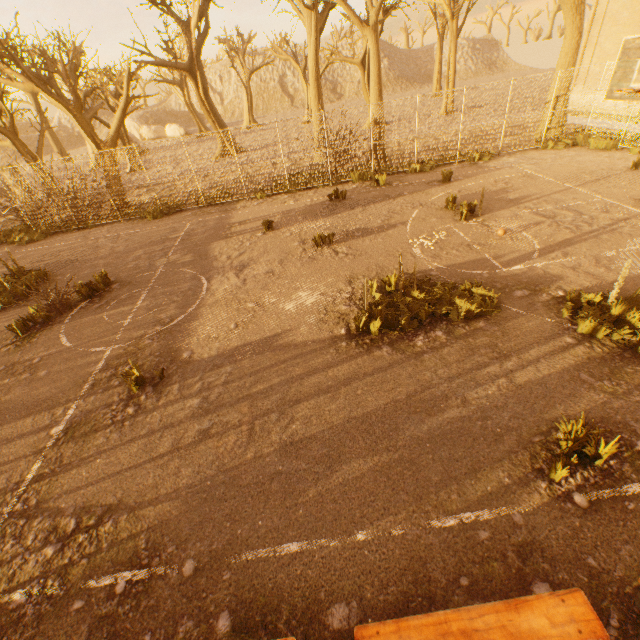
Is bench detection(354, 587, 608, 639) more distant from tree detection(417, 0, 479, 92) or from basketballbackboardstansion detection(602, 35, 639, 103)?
basketballbackboardstansion detection(602, 35, 639, 103)

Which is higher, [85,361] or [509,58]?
[509,58]

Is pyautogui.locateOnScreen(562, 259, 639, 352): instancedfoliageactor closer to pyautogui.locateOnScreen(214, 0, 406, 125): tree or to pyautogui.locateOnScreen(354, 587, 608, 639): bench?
pyautogui.locateOnScreen(354, 587, 608, 639): bench

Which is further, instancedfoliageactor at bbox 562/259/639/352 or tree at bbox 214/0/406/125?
tree at bbox 214/0/406/125

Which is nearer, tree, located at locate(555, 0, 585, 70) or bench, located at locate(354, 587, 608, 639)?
bench, located at locate(354, 587, 608, 639)

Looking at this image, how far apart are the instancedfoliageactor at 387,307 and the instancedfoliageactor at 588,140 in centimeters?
1241cm

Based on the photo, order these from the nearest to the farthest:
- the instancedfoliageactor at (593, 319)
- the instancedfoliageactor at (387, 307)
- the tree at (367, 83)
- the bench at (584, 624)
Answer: the bench at (584, 624), the instancedfoliageactor at (593, 319), the instancedfoliageactor at (387, 307), the tree at (367, 83)

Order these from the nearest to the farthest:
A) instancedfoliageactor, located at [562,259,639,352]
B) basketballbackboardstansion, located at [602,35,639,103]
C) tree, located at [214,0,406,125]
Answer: instancedfoliageactor, located at [562,259,639,352] < basketballbackboardstansion, located at [602,35,639,103] < tree, located at [214,0,406,125]
